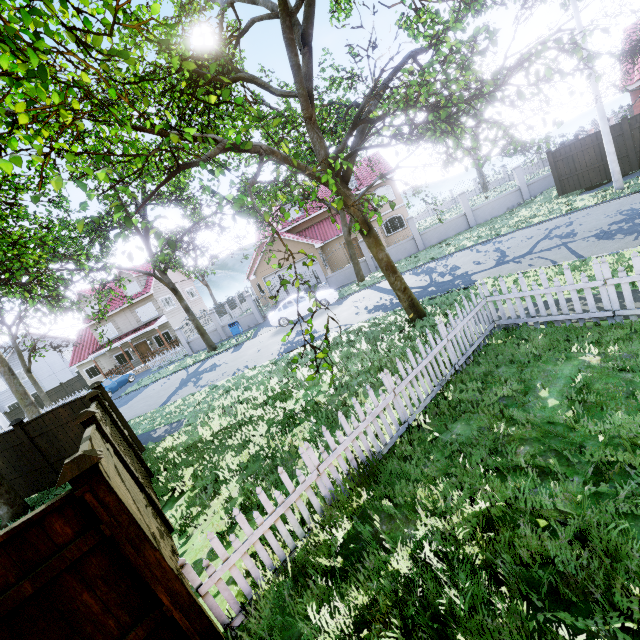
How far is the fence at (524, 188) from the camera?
21.16m

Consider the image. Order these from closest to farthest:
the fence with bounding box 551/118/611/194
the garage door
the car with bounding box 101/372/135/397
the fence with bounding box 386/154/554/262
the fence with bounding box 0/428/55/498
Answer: the fence with bounding box 0/428/55/498, the fence with bounding box 551/118/611/194, the fence with bounding box 386/154/554/262, the car with bounding box 101/372/135/397, the garage door

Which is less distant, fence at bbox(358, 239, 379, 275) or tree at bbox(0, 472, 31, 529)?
tree at bbox(0, 472, 31, 529)

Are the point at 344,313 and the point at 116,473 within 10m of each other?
no

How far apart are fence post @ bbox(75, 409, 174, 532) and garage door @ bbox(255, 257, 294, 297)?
23.8 meters

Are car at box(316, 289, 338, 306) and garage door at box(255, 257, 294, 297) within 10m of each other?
yes

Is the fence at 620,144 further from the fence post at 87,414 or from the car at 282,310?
the fence post at 87,414

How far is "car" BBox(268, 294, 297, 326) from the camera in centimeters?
1952cm
